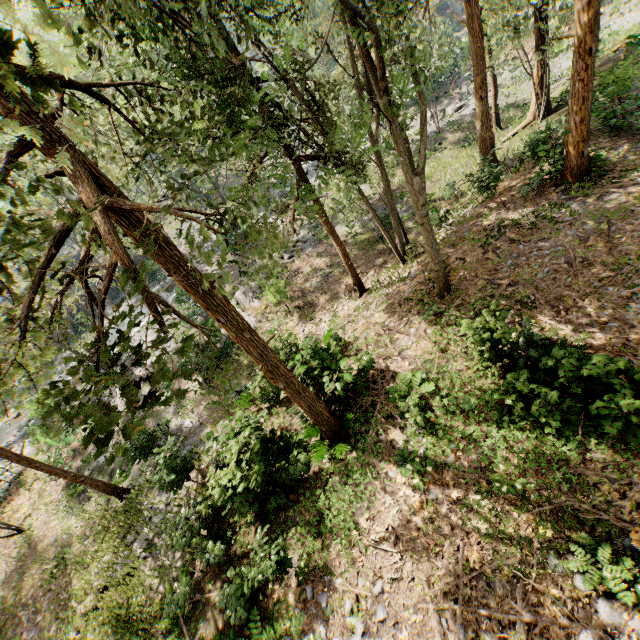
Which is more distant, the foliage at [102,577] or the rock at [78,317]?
the rock at [78,317]

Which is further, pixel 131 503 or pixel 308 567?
pixel 131 503

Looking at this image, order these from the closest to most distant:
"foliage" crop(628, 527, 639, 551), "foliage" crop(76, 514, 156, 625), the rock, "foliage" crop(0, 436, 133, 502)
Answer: "foliage" crop(628, 527, 639, 551) < "foliage" crop(76, 514, 156, 625) < "foliage" crop(0, 436, 133, 502) < the rock

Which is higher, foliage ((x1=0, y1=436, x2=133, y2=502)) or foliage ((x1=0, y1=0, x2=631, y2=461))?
foliage ((x1=0, y1=0, x2=631, y2=461))

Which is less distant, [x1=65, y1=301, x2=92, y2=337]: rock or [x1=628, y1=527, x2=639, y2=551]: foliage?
[x1=628, y1=527, x2=639, y2=551]: foliage

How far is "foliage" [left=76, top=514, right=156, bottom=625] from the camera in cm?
1245

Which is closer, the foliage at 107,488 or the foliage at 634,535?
the foliage at 634,535
